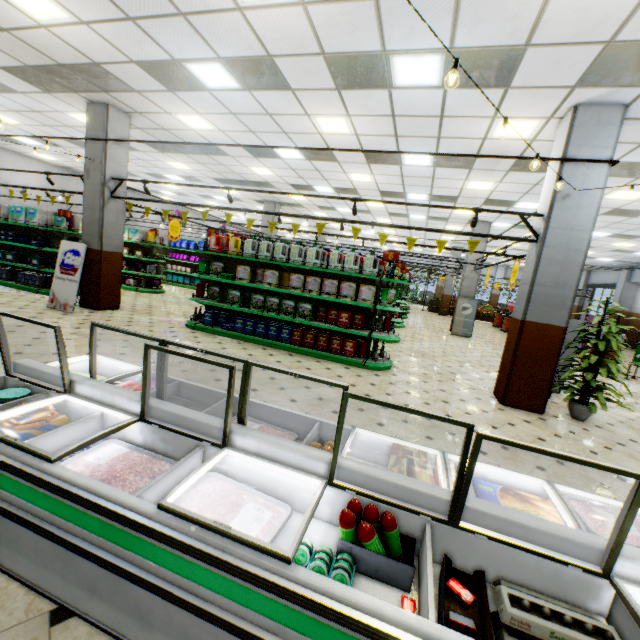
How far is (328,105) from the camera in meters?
6.2

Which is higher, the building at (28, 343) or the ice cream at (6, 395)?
the ice cream at (6, 395)

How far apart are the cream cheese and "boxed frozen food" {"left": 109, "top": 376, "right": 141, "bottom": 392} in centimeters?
165cm

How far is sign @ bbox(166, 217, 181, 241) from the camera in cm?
1059

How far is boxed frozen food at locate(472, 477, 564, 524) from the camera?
1.7m

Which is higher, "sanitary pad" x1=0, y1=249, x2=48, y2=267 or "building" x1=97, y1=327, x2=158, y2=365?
"sanitary pad" x1=0, y1=249, x2=48, y2=267

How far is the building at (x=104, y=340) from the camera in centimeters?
527cm

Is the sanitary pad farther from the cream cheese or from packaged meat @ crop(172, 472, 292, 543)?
the cream cheese
